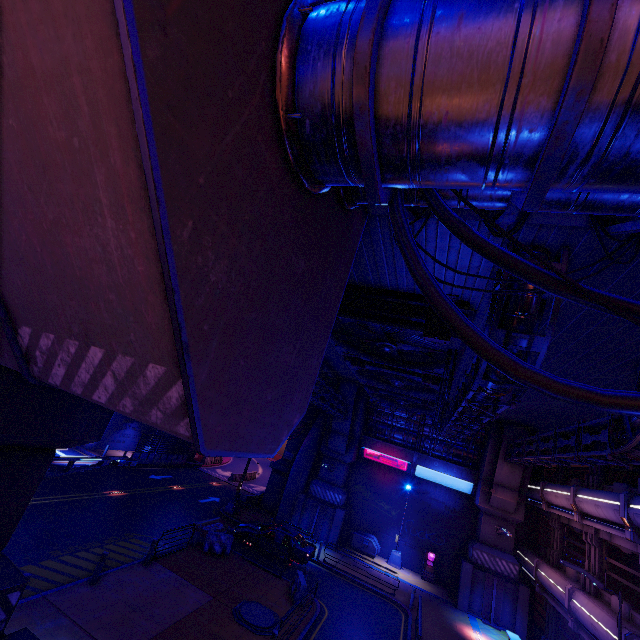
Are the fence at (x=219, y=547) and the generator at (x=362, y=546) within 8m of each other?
no

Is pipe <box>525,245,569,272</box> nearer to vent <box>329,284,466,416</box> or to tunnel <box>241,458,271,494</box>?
vent <box>329,284,466,416</box>

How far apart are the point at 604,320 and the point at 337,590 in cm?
2006

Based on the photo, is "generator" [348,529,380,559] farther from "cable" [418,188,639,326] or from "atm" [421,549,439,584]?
"cable" [418,188,639,326]

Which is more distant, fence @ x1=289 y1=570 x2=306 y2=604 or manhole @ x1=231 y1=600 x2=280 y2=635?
fence @ x1=289 y1=570 x2=306 y2=604

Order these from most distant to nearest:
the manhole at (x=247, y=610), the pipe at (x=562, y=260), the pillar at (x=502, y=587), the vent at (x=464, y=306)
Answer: the pillar at (x=502, y=587) → the manhole at (x=247, y=610) → the vent at (x=464, y=306) → the pipe at (x=562, y=260)

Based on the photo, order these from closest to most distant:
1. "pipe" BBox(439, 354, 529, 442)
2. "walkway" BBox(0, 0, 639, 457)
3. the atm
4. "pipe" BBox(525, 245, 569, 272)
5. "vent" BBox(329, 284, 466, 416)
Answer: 1. "walkway" BBox(0, 0, 639, 457)
2. "pipe" BBox(525, 245, 569, 272)
3. "pipe" BBox(439, 354, 529, 442)
4. "vent" BBox(329, 284, 466, 416)
5. the atm

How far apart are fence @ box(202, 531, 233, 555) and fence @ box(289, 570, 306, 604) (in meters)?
3.85
